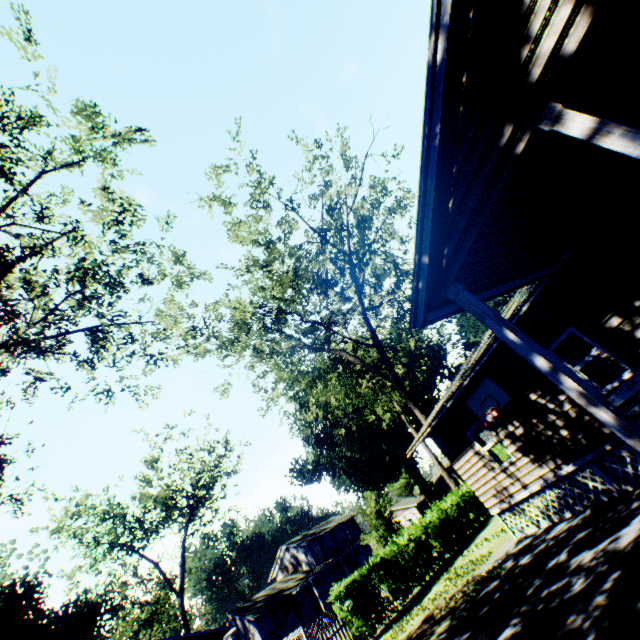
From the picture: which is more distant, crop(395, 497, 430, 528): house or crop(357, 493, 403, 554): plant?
crop(395, 497, 430, 528): house

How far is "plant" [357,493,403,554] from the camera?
21.1 meters

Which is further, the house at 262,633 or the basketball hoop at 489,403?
the house at 262,633

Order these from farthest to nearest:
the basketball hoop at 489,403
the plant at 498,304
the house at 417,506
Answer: the house at 417,506 → the plant at 498,304 → the basketball hoop at 489,403

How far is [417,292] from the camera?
5.1 meters

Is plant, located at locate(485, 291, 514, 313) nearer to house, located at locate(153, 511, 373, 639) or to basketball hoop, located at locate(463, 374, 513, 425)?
house, located at locate(153, 511, 373, 639)
